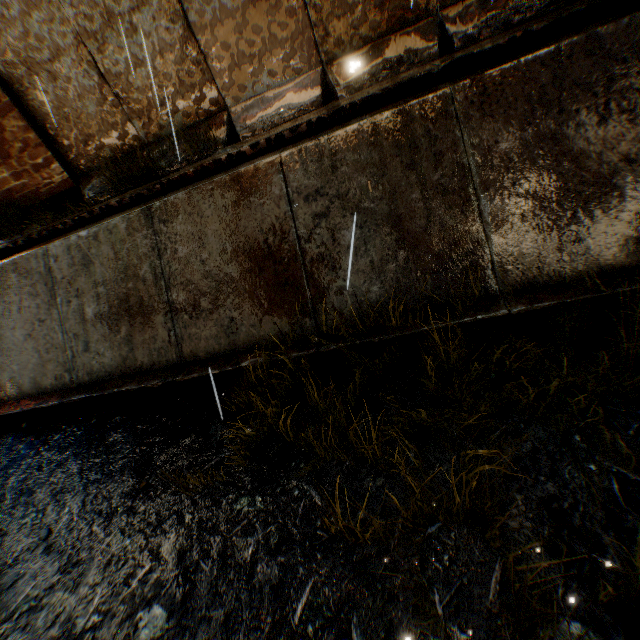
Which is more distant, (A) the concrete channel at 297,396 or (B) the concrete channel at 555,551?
(A) the concrete channel at 297,396

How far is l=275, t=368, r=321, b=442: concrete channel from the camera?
3.6m

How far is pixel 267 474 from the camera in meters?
3.4

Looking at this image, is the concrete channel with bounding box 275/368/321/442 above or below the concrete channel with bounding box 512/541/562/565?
above

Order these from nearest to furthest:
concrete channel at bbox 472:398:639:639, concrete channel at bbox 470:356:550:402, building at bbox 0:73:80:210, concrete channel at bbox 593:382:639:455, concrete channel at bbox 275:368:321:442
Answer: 1. concrete channel at bbox 472:398:639:639
2. concrete channel at bbox 593:382:639:455
3. concrete channel at bbox 470:356:550:402
4. concrete channel at bbox 275:368:321:442
5. building at bbox 0:73:80:210

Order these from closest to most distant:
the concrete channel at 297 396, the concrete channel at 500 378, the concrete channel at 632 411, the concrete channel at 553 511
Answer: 1. the concrete channel at 553 511
2. the concrete channel at 632 411
3. the concrete channel at 500 378
4. the concrete channel at 297 396
